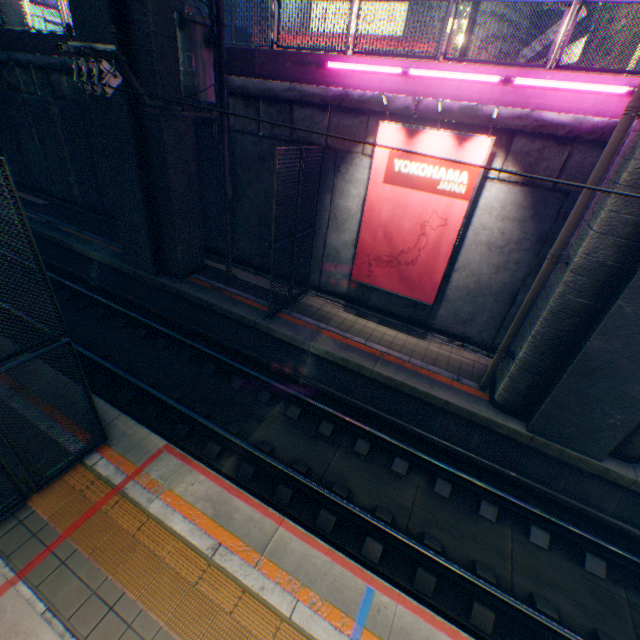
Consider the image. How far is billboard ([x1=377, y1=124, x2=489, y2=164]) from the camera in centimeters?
735cm

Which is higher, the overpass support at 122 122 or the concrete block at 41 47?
the concrete block at 41 47

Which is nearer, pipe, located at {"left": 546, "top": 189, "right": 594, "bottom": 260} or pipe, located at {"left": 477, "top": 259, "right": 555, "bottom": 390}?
pipe, located at {"left": 546, "top": 189, "right": 594, "bottom": 260}

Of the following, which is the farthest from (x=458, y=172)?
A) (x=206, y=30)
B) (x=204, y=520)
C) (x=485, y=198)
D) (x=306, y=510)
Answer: (x=204, y=520)

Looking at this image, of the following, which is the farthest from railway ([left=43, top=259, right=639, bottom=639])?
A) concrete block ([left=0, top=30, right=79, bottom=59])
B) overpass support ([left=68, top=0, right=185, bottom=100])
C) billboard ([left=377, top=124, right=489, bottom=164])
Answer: concrete block ([left=0, top=30, right=79, bottom=59])

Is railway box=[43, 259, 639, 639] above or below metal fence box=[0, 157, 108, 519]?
below

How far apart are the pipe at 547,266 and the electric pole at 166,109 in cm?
814

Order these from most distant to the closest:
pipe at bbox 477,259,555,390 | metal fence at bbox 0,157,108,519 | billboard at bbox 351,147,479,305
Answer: billboard at bbox 351,147,479,305, pipe at bbox 477,259,555,390, metal fence at bbox 0,157,108,519
